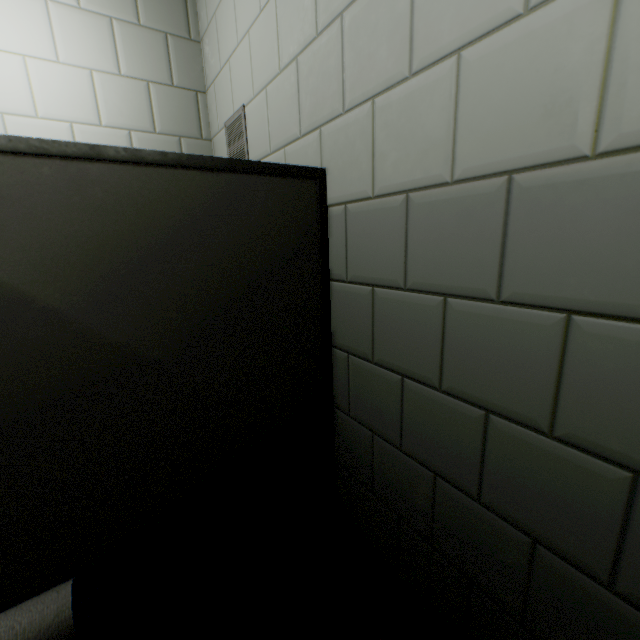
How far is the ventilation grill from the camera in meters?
1.5

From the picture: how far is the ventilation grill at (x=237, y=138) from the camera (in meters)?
1.51

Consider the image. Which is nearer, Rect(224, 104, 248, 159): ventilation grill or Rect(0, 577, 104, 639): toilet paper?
Rect(0, 577, 104, 639): toilet paper

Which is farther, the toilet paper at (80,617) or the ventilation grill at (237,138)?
the ventilation grill at (237,138)

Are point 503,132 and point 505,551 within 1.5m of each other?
yes

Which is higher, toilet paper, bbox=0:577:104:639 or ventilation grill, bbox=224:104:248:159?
ventilation grill, bbox=224:104:248:159
